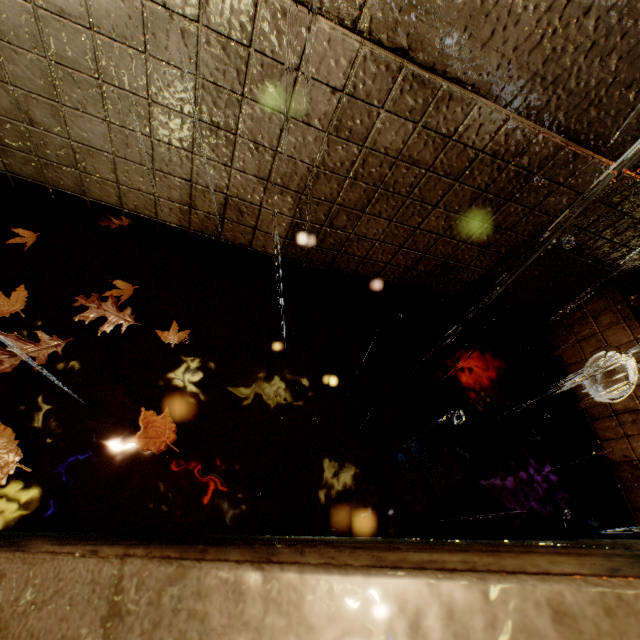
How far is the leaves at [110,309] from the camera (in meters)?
2.35

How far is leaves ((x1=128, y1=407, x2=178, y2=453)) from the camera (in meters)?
2.10

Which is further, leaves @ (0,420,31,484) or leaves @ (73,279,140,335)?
leaves @ (73,279,140,335)

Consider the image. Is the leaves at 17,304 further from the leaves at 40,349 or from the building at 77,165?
the building at 77,165

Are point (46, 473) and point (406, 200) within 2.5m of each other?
no

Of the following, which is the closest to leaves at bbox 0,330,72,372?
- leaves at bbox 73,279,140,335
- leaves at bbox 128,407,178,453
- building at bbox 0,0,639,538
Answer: leaves at bbox 73,279,140,335

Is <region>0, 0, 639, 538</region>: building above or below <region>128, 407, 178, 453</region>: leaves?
above

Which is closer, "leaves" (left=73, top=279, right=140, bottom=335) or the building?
the building
